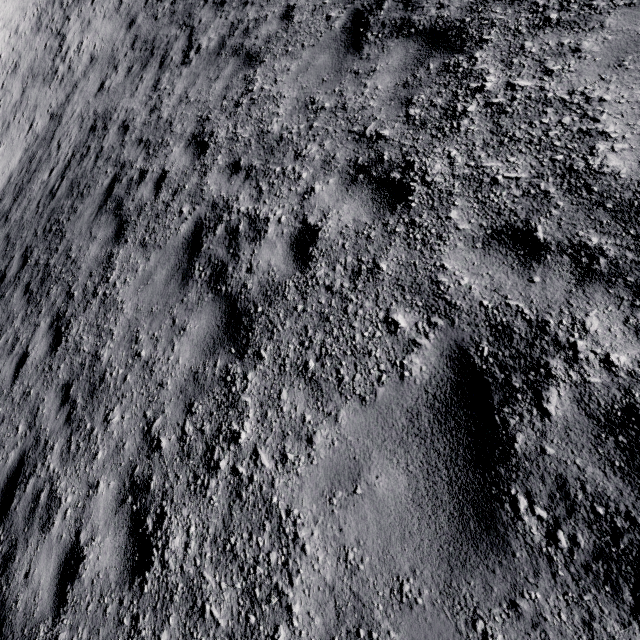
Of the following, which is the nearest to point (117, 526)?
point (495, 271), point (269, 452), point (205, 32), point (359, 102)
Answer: point (269, 452)
